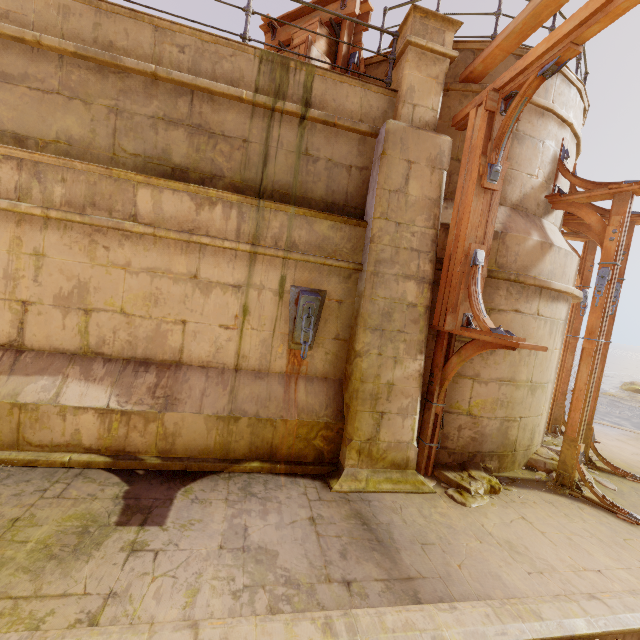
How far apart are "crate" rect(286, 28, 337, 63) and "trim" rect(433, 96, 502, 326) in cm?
262

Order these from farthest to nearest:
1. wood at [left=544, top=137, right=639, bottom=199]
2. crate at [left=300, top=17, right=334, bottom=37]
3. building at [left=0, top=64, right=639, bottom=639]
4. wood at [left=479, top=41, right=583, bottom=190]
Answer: crate at [left=300, top=17, right=334, bottom=37] < wood at [left=544, top=137, right=639, bottom=199] < wood at [left=479, top=41, right=583, bottom=190] < building at [left=0, top=64, right=639, bottom=639]

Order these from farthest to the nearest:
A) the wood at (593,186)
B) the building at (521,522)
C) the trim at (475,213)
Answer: the wood at (593,186) → the trim at (475,213) → the building at (521,522)

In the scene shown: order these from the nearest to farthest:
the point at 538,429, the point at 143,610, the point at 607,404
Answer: the point at 143,610
the point at 538,429
the point at 607,404

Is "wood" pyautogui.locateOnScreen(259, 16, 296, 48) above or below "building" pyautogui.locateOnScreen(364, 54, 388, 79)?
above

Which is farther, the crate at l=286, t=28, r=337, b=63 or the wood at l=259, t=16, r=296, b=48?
the wood at l=259, t=16, r=296, b=48

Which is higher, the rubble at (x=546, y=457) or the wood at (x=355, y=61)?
the wood at (x=355, y=61)

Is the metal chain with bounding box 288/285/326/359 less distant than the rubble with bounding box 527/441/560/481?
Yes
